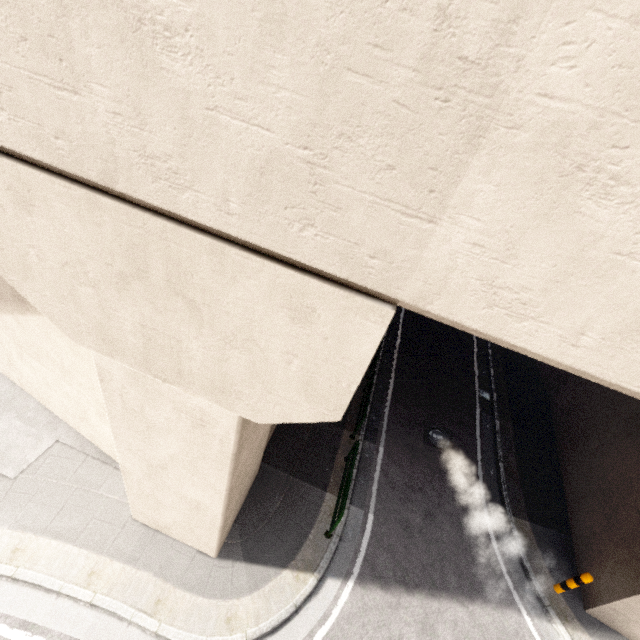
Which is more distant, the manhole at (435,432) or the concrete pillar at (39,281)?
the manhole at (435,432)

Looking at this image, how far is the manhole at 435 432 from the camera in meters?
10.3 m

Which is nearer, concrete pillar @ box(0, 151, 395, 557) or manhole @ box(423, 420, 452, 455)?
concrete pillar @ box(0, 151, 395, 557)

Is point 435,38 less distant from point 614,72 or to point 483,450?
point 614,72

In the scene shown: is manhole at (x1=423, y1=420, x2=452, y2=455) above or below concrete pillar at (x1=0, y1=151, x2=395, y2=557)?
below

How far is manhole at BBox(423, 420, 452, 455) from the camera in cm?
1027
